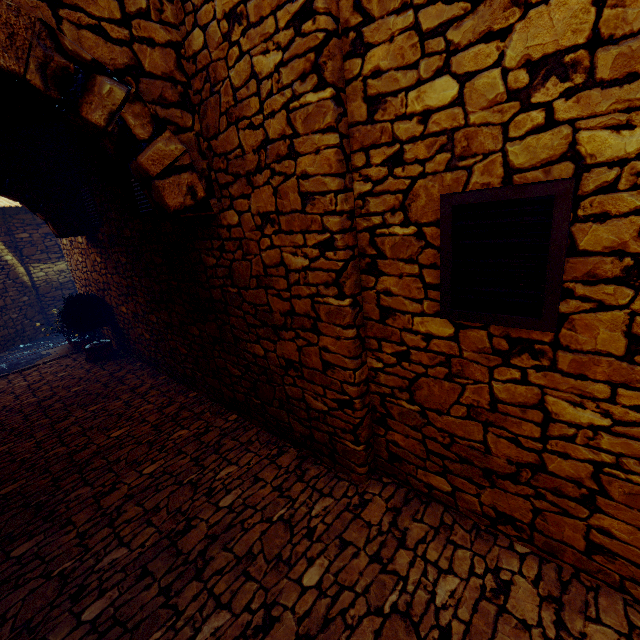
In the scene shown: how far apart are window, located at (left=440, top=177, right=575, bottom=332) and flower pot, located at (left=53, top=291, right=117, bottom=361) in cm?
636

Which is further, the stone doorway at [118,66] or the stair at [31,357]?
the stair at [31,357]

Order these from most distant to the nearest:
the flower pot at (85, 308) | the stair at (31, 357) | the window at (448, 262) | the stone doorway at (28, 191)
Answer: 1. the stair at (31, 357)
2. the flower pot at (85, 308)
3. the stone doorway at (28, 191)
4. the window at (448, 262)

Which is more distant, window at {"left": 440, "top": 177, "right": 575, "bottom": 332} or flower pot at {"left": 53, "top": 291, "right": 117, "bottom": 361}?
flower pot at {"left": 53, "top": 291, "right": 117, "bottom": 361}

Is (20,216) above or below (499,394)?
above

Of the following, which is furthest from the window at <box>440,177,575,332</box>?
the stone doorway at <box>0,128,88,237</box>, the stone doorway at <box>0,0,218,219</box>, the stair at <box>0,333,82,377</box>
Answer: the stair at <box>0,333,82,377</box>

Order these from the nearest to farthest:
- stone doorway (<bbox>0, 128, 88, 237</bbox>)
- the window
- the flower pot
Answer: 1. the window
2. stone doorway (<bbox>0, 128, 88, 237</bbox>)
3. the flower pot

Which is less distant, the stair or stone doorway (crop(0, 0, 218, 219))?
stone doorway (crop(0, 0, 218, 219))
